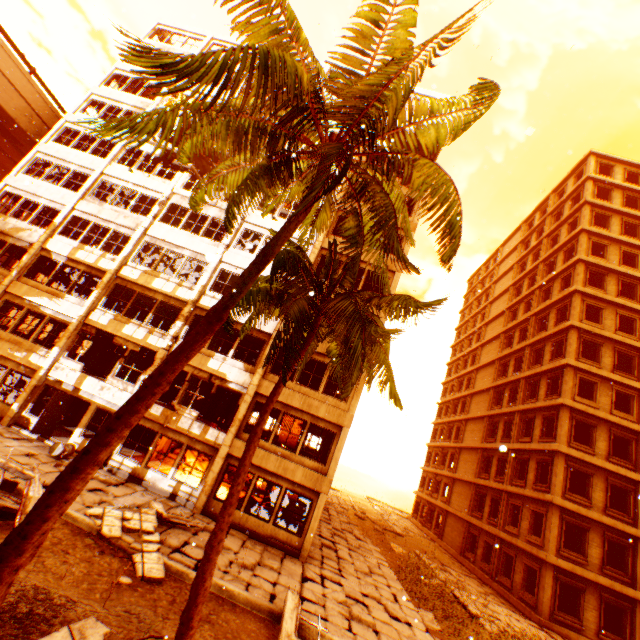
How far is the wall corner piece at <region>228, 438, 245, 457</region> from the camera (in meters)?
14.80

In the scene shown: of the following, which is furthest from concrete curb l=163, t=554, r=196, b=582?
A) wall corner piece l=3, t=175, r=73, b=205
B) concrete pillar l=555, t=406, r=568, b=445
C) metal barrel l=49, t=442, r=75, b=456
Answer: concrete pillar l=555, t=406, r=568, b=445

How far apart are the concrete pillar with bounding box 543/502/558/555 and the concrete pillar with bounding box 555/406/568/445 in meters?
3.5 m

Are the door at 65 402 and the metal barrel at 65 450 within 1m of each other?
yes

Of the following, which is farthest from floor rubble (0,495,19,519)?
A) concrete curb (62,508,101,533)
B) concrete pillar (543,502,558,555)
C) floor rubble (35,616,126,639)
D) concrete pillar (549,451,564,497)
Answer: concrete pillar (549,451,564,497)

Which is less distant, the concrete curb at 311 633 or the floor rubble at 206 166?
the concrete curb at 311 633

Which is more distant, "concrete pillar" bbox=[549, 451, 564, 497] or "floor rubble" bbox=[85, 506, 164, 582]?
"concrete pillar" bbox=[549, 451, 564, 497]

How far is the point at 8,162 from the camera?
28.5m
